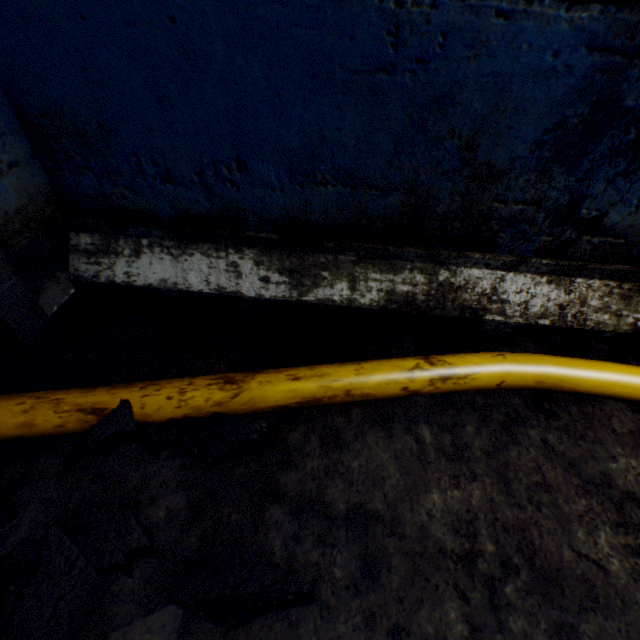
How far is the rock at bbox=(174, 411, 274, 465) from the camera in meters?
0.5 m

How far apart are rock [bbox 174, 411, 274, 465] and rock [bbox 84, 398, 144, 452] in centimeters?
18cm

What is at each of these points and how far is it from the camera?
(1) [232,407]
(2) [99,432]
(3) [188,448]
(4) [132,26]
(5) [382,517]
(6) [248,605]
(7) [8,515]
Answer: (1) cable, 0.60m
(2) rock, 0.55m
(3) rock, 0.54m
(4) building tunnel, 0.56m
(5) building tunnel, 0.52m
(6) rock, 0.40m
(7) rock, 0.48m

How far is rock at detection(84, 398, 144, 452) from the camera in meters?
0.6 m

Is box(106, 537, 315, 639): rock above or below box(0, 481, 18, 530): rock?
above

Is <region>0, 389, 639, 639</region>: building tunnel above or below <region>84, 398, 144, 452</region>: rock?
below

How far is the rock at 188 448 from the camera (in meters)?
0.54

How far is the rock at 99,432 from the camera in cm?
55
